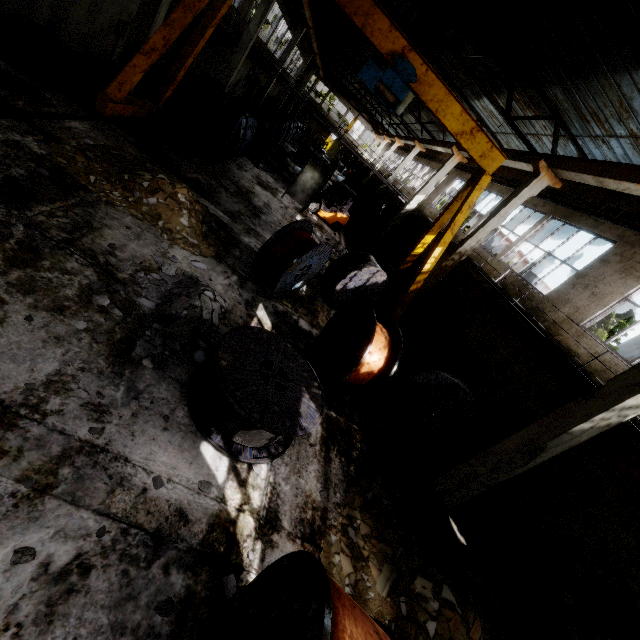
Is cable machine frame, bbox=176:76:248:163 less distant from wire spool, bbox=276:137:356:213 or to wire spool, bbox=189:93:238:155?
wire spool, bbox=189:93:238:155

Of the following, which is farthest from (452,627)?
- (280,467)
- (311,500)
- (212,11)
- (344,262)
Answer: (212,11)

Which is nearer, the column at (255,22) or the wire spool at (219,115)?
the wire spool at (219,115)

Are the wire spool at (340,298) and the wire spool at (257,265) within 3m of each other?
yes

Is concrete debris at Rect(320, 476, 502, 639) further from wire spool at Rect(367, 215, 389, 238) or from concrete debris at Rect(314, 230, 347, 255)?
wire spool at Rect(367, 215, 389, 238)

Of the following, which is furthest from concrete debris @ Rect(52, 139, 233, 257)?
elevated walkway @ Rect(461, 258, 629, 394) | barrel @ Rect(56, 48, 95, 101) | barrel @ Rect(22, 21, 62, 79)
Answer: elevated walkway @ Rect(461, 258, 629, 394)

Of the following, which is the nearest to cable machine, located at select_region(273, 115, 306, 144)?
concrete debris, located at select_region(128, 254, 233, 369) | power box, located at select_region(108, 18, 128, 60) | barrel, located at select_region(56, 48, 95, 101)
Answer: power box, located at select_region(108, 18, 128, 60)

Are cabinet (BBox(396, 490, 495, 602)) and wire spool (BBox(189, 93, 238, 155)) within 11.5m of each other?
no
